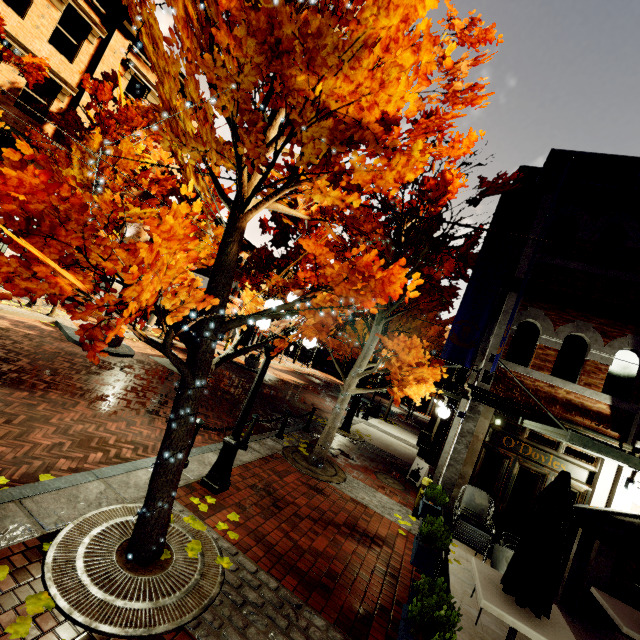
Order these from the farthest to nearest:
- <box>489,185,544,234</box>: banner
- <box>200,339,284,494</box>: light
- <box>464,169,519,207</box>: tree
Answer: <box>489,185,544,234</box>: banner → <box>464,169,519,207</box>: tree → <box>200,339,284,494</box>: light

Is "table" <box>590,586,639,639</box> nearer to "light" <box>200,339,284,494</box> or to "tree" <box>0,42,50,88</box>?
Answer: "tree" <box>0,42,50,88</box>

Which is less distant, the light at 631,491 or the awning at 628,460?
the awning at 628,460

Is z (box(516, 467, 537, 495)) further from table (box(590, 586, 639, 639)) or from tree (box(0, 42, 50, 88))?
table (box(590, 586, 639, 639))

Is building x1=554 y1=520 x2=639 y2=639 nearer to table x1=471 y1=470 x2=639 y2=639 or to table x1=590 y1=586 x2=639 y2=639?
table x1=590 y1=586 x2=639 y2=639

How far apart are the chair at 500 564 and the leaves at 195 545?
5.1m

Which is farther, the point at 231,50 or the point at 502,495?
the point at 502,495

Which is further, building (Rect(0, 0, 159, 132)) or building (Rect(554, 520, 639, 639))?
building (Rect(0, 0, 159, 132))
